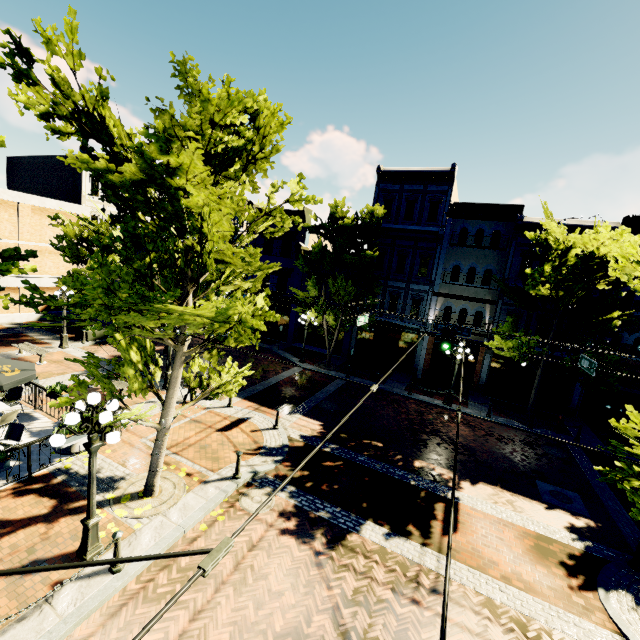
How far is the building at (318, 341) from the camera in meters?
26.8

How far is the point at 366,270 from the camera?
22.7 meters

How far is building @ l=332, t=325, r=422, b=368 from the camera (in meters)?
23.48

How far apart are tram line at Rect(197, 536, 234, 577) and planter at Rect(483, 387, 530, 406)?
22.2 meters

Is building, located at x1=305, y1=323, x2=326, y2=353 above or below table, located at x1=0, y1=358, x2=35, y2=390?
below

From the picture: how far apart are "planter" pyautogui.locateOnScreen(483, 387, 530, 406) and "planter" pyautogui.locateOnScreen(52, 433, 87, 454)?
20.9 meters

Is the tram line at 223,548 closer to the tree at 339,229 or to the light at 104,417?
the tree at 339,229

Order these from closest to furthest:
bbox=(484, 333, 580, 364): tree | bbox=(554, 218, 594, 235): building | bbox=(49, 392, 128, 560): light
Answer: bbox=(49, 392, 128, 560): light
bbox=(484, 333, 580, 364): tree
bbox=(554, 218, 594, 235): building
